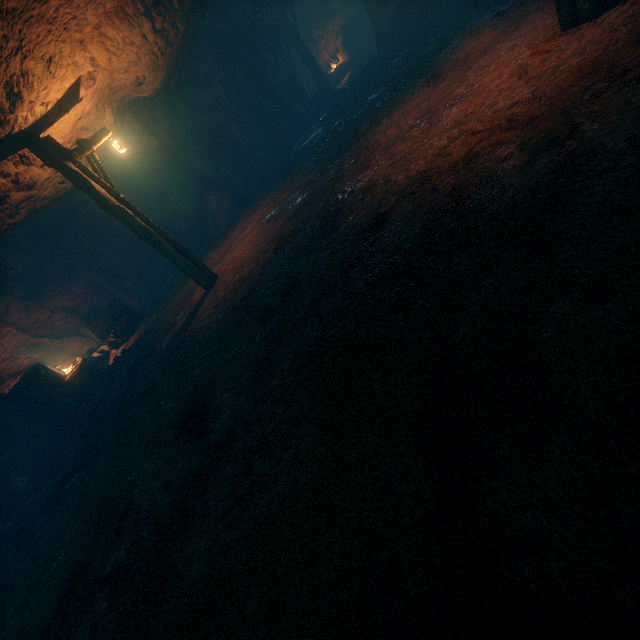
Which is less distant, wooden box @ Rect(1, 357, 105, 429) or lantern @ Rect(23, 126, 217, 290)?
lantern @ Rect(23, 126, 217, 290)

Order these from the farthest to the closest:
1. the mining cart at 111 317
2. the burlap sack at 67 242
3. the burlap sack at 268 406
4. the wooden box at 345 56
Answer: the wooden box at 345 56 < the burlap sack at 67 242 < the mining cart at 111 317 < the burlap sack at 268 406

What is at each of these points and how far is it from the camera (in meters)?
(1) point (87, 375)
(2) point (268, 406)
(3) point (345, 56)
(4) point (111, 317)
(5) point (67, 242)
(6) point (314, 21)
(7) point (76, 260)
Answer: (1) wooden box, 10.55
(2) burlap sack, 3.76
(3) wooden box, 19.80
(4) mining cart, 11.99
(5) burlap sack, 13.67
(6) cave, 19.33
(7) support, 13.21

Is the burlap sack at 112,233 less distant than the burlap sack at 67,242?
No

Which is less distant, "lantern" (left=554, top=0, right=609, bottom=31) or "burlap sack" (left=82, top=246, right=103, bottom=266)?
"lantern" (left=554, top=0, right=609, bottom=31)

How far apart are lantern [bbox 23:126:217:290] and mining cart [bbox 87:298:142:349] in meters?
4.8 m

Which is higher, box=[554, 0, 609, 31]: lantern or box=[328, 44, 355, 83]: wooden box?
box=[328, 44, 355, 83]: wooden box

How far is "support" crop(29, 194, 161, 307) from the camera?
12.3 meters
